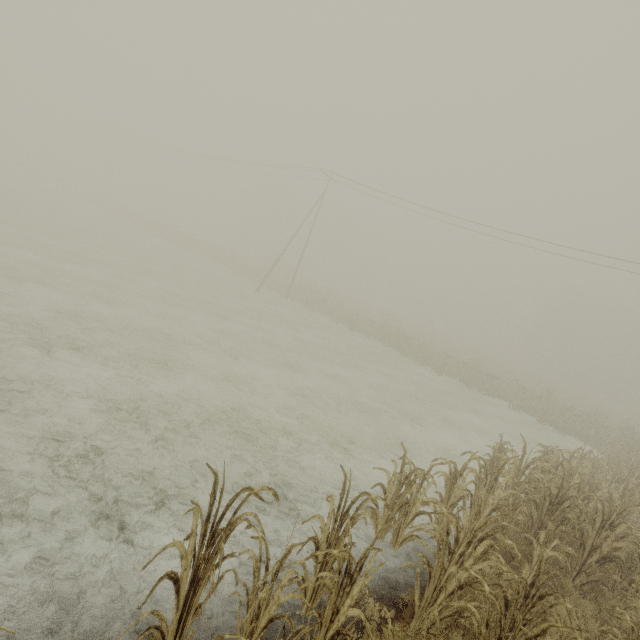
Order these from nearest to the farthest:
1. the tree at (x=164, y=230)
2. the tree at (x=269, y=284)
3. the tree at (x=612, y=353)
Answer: the tree at (x=612, y=353)
the tree at (x=269, y=284)
the tree at (x=164, y=230)

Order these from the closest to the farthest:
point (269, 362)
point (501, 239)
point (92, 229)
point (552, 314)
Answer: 1. point (269, 362)
2. point (501, 239)
3. point (92, 229)
4. point (552, 314)

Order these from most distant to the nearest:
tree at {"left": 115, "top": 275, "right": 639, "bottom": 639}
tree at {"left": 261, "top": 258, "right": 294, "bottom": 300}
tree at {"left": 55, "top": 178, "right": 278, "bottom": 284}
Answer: tree at {"left": 55, "top": 178, "right": 278, "bottom": 284} < tree at {"left": 261, "top": 258, "right": 294, "bottom": 300} < tree at {"left": 115, "top": 275, "right": 639, "bottom": 639}

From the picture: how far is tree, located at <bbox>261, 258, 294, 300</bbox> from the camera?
32.81m

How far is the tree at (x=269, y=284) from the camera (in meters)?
32.81

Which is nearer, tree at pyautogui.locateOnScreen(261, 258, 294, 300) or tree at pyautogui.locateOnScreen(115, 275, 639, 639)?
tree at pyautogui.locateOnScreen(115, 275, 639, 639)
